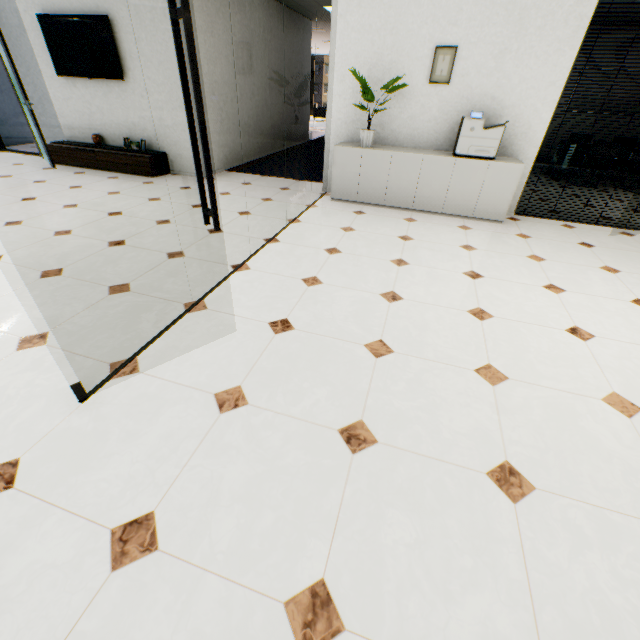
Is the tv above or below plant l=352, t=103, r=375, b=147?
above

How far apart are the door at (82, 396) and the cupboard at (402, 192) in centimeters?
440cm

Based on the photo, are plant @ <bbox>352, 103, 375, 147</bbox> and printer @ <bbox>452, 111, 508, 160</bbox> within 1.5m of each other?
yes

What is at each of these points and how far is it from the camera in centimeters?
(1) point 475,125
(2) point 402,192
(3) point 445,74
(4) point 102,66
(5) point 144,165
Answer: (1) printer, 415cm
(2) cupboard, 482cm
(3) picture, 432cm
(4) tv, 540cm
(5) cupboard, 578cm

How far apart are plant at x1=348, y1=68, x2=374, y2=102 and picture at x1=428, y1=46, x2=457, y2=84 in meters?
0.4

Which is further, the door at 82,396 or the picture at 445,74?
the picture at 445,74

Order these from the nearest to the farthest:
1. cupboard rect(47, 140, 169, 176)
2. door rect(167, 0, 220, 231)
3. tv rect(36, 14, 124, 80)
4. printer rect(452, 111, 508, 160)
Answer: door rect(167, 0, 220, 231) < printer rect(452, 111, 508, 160) < tv rect(36, 14, 124, 80) < cupboard rect(47, 140, 169, 176)

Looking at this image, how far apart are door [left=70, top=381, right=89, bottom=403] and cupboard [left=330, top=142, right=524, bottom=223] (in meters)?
4.40
